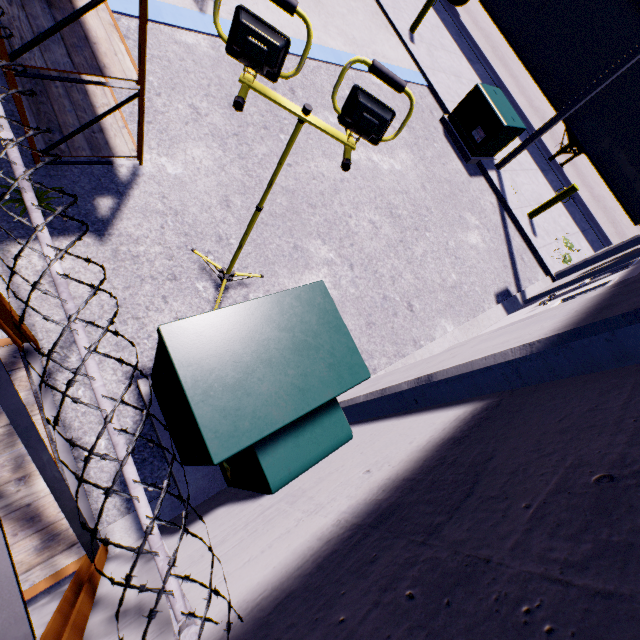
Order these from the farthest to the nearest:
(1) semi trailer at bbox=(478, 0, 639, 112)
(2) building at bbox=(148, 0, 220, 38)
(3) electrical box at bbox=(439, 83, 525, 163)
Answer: (1) semi trailer at bbox=(478, 0, 639, 112) < (3) electrical box at bbox=(439, 83, 525, 163) < (2) building at bbox=(148, 0, 220, 38)

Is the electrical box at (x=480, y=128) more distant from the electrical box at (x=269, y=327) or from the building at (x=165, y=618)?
the electrical box at (x=269, y=327)

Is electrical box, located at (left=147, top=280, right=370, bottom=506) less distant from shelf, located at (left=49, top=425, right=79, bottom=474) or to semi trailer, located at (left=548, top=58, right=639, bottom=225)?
shelf, located at (left=49, top=425, right=79, bottom=474)

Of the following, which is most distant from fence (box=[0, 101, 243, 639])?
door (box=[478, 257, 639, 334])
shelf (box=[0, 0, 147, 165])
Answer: door (box=[478, 257, 639, 334])

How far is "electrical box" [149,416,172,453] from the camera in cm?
291

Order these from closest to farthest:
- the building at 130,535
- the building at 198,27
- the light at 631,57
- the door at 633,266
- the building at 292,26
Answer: the building at 130,535, the door at 633,266, the building at 198,27, the building at 292,26, the light at 631,57

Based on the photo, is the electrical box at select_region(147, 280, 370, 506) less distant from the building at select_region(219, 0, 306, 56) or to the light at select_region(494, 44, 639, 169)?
the building at select_region(219, 0, 306, 56)

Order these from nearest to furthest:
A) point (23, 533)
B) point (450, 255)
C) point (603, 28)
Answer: point (23, 533) → point (450, 255) → point (603, 28)
